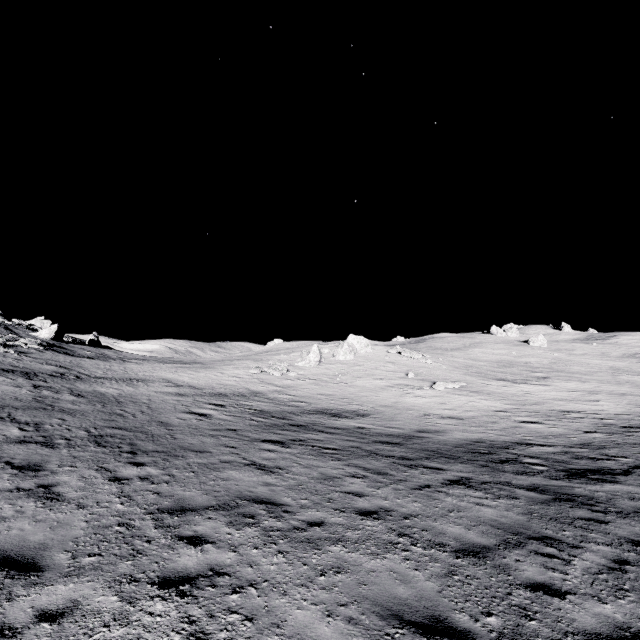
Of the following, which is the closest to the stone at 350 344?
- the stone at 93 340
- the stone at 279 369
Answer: the stone at 279 369

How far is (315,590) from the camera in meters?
4.6

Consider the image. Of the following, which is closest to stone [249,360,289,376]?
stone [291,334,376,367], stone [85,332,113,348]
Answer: stone [291,334,376,367]

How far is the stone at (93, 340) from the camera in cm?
4738

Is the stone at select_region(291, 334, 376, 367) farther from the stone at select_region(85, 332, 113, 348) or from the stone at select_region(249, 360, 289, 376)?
the stone at select_region(85, 332, 113, 348)

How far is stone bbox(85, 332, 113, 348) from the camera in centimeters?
4738cm
